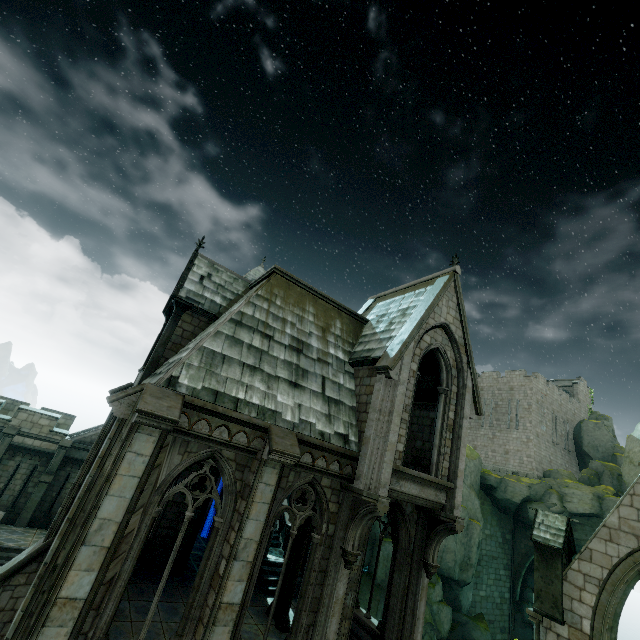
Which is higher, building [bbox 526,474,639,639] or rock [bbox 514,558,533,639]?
building [bbox 526,474,639,639]

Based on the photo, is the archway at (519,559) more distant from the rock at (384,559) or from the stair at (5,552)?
the stair at (5,552)

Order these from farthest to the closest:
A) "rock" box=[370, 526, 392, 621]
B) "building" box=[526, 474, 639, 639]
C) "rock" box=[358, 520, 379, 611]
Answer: "rock" box=[358, 520, 379, 611]
"rock" box=[370, 526, 392, 621]
"building" box=[526, 474, 639, 639]

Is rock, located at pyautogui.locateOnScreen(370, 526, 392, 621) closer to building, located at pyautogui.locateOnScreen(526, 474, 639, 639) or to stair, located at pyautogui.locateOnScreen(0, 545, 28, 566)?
building, located at pyautogui.locateOnScreen(526, 474, 639, 639)

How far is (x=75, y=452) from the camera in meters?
20.9

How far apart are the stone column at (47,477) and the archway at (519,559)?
39.8m

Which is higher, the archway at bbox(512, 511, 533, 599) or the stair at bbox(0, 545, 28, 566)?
the archway at bbox(512, 511, 533, 599)

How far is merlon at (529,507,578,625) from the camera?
11.58m
